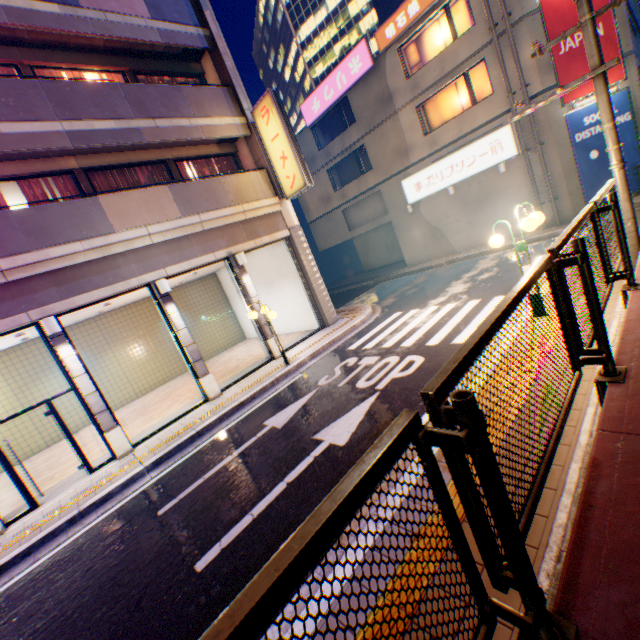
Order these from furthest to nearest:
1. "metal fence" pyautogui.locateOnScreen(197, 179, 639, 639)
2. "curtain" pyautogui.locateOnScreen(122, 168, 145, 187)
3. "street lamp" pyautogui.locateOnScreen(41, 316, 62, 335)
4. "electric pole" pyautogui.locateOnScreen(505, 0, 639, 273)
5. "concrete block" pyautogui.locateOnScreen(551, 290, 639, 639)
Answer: "curtain" pyautogui.locateOnScreen(122, 168, 145, 187)
"street lamp" pyautogui.locateOnScreen(41, 316, 62, 335)
"electric pole" pyautogui.locateOnScreen(505, 0, 639, 273)
"concrete block" pyautogui.locateOnScreen(551, 290, 639, 639)
"metal fence" pyautogui.locateOnScreen(197, 179, 639, 639)

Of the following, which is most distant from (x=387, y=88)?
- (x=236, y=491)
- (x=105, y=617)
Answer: (x=105, y=617)

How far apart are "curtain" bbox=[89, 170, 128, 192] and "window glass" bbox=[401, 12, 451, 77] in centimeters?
1518cm

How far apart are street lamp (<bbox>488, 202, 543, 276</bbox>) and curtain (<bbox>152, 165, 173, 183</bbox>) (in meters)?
10.75

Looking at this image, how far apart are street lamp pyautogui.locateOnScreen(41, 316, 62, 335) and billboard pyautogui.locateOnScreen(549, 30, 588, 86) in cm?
2025

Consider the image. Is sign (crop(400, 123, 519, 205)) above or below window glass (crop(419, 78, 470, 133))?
below

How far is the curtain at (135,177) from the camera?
11.1 meters

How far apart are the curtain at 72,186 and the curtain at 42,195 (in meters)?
0.29
